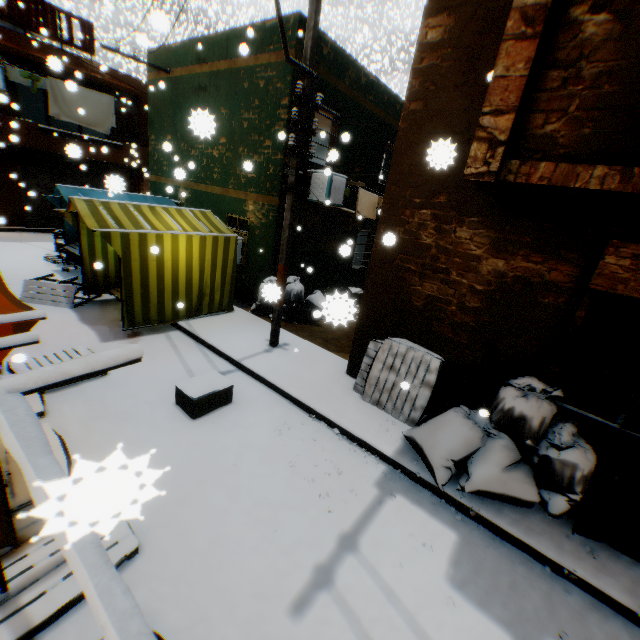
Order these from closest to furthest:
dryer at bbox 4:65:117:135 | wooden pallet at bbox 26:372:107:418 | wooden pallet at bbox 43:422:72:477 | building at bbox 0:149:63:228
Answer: wooden pallet at bbox 43:422:72:477, wooden pallet at bbox 26:372:107:418, dryer at bbox 4:65:117:135, building at bbox 0:149:63:228

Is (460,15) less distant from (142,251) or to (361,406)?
(361,406)

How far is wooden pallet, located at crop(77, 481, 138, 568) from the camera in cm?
34

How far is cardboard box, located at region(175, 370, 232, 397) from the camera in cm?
494

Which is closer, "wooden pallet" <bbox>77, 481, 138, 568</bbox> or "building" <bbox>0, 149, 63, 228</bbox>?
"wooden pallet" <bbox>77, 481, 138, 568</bbox>

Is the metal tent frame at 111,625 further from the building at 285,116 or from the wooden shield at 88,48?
the wooden shield at 88,48

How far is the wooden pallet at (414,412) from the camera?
5.2m

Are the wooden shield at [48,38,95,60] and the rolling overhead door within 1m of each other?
yes
